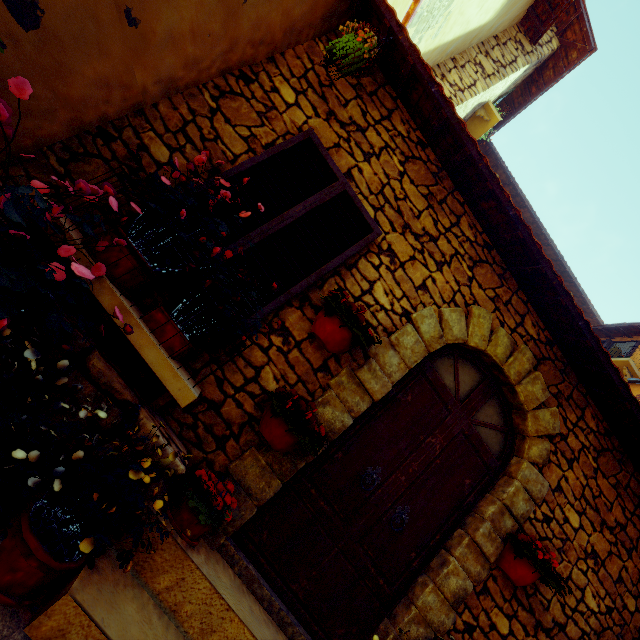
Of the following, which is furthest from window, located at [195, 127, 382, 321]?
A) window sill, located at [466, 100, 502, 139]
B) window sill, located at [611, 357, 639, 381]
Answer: window sill, located at [611, 357, 639, 381]

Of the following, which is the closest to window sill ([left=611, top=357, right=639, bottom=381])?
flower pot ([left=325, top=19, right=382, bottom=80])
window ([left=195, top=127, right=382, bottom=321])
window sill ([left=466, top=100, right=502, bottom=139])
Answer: window sill ([left=466, top=100, right=502, bottom=139])

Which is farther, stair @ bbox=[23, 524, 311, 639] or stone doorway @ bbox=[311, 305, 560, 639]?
stone doorway @ bbox=[311, 305, 560, 639]

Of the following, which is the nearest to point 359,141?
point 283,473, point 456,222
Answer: point 456,222

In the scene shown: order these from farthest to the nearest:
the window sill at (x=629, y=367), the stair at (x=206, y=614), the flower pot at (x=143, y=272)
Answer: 1. the window sill at (x=629, y=367)
2. the flower pot at (x=143, y=272)
3. the stair at (x=206, y=614)

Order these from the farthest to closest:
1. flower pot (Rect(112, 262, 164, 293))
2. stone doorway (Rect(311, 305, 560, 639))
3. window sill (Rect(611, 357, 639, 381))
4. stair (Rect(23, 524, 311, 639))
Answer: window sill (Rect(611, 357, 639, 381)) → stone doorway (Rect(311, 305, 560, 639)) → flower pot (Rect(112, 262, 164, 293)) → stair (Rect(23, 524, 311, 639))

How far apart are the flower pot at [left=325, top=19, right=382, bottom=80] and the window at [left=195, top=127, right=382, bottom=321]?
0.5 meters

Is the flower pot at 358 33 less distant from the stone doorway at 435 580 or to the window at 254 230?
the window at 254 230
